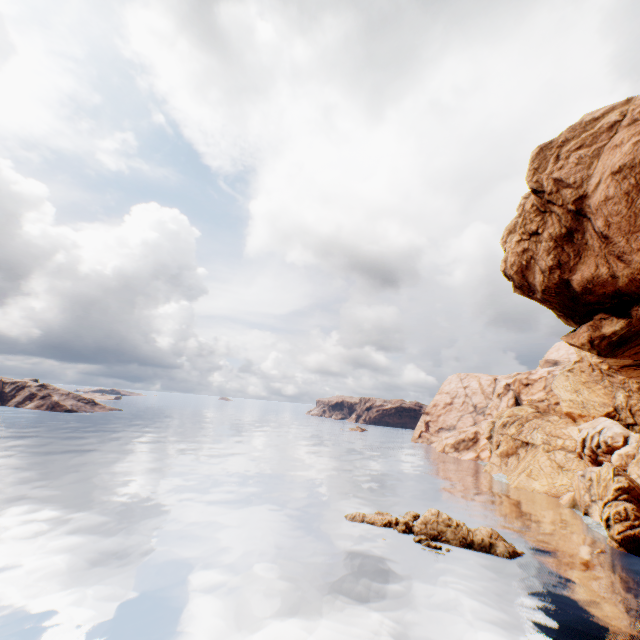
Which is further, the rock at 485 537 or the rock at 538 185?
the rock at 485 537

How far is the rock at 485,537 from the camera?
Result: 31.2 meters

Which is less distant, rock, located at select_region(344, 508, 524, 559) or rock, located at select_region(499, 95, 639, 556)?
rock, located at select_region(499, 95, 639, 556)

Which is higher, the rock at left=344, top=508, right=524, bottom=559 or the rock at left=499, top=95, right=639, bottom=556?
the rock at left=499, top=95, right=639, bottom=556

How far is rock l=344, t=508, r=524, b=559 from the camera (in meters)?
31.22

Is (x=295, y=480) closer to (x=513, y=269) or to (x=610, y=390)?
(x=513, y=269)
